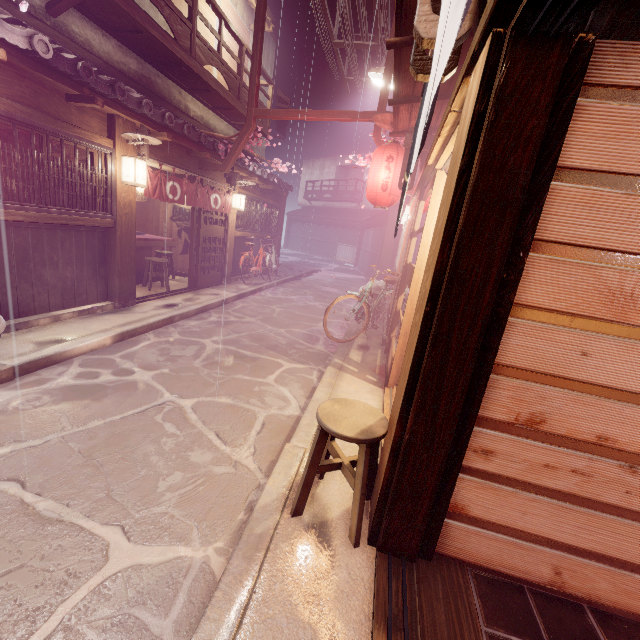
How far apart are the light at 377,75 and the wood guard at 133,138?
8.66m

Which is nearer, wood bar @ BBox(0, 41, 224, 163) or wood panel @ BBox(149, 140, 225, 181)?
wood bar @ BBox(0, 41, 224, 163)

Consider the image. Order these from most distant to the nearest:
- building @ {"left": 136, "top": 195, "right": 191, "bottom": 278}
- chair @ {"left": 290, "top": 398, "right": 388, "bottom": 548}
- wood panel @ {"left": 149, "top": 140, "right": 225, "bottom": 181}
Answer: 1. building @ {"left": 136, "top": 195, "right": 191, "bottom": 278}
2. wood panel @ {"left": 149, "top": 140, "right": 225, "bottom": 181}
3. chair @ {"left": 290, "top": 398, "right": 388, "bottom": 548}

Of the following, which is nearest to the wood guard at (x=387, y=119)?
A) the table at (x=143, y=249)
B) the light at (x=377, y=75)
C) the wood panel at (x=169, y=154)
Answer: the light at (x=377, y=75)

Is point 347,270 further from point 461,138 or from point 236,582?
point 236,582

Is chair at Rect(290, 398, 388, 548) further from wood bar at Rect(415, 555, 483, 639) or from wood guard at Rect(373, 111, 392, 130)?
wood guard at Rect(373, 111, 392, 130)

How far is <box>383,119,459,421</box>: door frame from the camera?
5.5 meters

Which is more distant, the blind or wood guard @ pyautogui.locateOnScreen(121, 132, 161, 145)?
the blind
